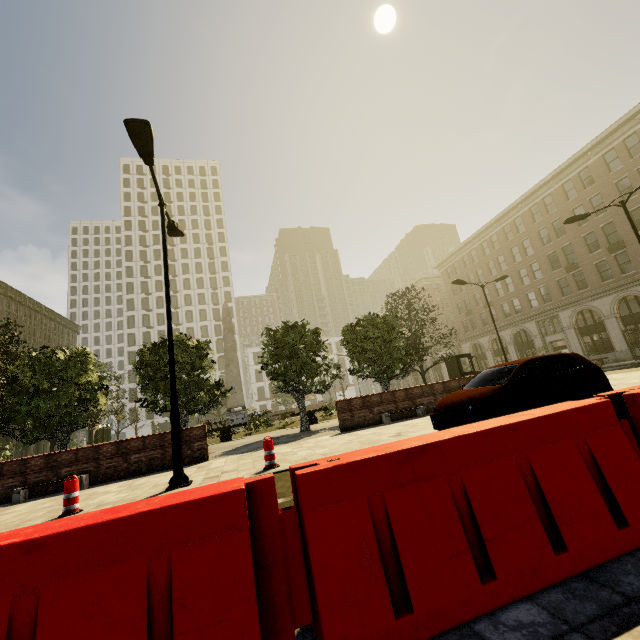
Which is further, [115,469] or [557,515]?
[115,469]

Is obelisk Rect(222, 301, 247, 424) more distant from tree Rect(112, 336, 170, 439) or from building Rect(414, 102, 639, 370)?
building Rect(414, 102, 639, 370)

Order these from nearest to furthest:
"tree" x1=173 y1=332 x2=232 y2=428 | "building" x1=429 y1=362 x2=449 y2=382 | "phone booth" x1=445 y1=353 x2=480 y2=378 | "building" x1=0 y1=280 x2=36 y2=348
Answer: "tree" x1=173 y1=332 x2=232 y2=428, "phone booth" x1=445 y1=353 x2=480 y2=378, "building" x1=0 y1=280 x2=36 y2=348, "building" x1=429 y1=362 x2=449 y2=382

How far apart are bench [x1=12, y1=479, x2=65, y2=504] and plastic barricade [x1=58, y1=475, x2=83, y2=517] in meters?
3.9

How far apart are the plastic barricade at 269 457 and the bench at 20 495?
6.5 meters

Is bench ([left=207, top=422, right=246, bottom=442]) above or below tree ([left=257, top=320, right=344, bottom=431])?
below

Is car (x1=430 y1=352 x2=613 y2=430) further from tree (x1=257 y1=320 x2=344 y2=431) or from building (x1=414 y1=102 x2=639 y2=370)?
building (x1=414 y1=102 x2=639 y2=370)

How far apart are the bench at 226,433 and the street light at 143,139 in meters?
12.6
